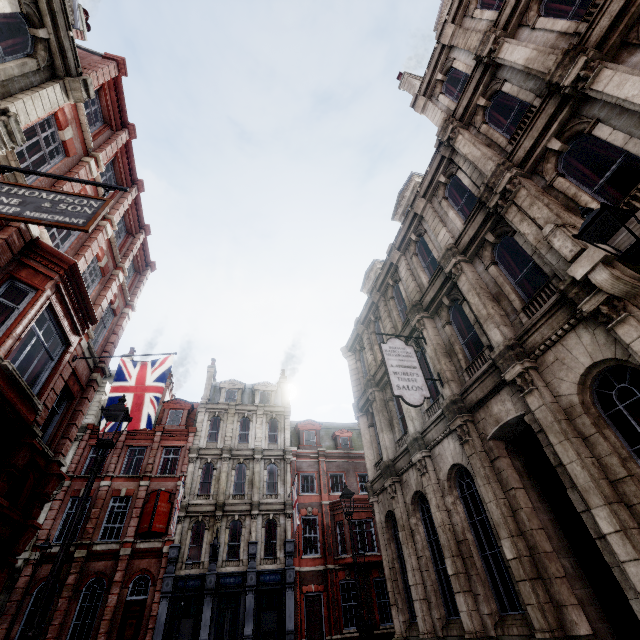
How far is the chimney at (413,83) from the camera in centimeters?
1677cm

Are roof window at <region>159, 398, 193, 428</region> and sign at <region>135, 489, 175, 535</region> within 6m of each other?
yes

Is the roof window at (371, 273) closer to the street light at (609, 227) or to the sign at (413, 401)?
the sign at (413, 401)

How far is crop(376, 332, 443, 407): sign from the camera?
9.29m

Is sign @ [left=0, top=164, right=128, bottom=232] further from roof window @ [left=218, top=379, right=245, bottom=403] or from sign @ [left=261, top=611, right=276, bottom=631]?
roof window @ [left=218, top=379, right=245, bottom=403]

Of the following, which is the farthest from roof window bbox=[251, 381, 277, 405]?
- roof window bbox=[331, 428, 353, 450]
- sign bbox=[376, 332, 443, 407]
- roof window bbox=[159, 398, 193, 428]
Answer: sign bbox=[376, 332, 443, 407]

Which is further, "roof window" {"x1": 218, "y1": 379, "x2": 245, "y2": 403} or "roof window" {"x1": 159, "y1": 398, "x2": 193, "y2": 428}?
"roof window" {"x1": 218, "y1": 379, "x2": 245, "y2": 403}

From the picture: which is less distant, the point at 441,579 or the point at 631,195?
the point at 631,195
